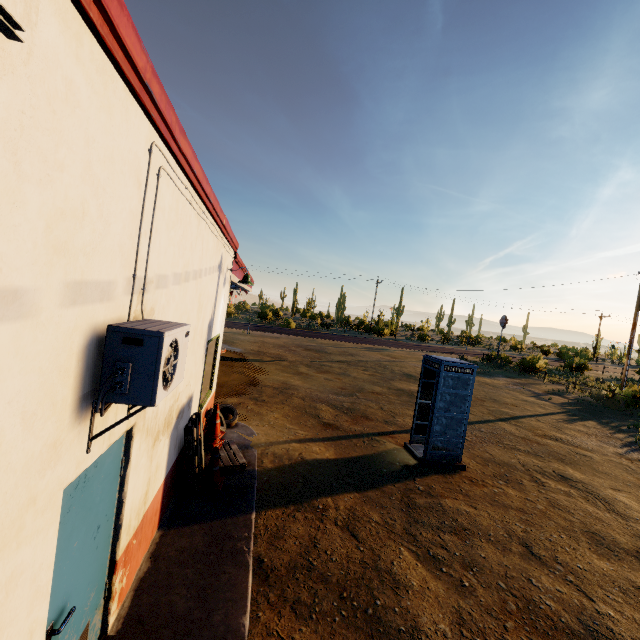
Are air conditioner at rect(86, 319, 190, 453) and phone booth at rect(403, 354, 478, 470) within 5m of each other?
no

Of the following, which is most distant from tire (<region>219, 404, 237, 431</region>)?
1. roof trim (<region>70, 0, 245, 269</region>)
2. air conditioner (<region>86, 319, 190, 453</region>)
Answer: air conditioner (<region>86, 319, 190, 453</region>)

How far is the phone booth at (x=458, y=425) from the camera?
8.0 meters

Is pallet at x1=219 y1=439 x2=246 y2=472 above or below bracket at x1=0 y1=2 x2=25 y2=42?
below

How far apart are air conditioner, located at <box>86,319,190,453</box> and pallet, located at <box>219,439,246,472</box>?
2.9 meters

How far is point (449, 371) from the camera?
8.0m

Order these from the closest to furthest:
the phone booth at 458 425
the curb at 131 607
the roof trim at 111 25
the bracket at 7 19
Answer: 1. the bracket at 7 19
2. the roof trim at 111 25
3. the curb at 131 607
4. the phone booth at 458 425

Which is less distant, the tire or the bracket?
the bracket
